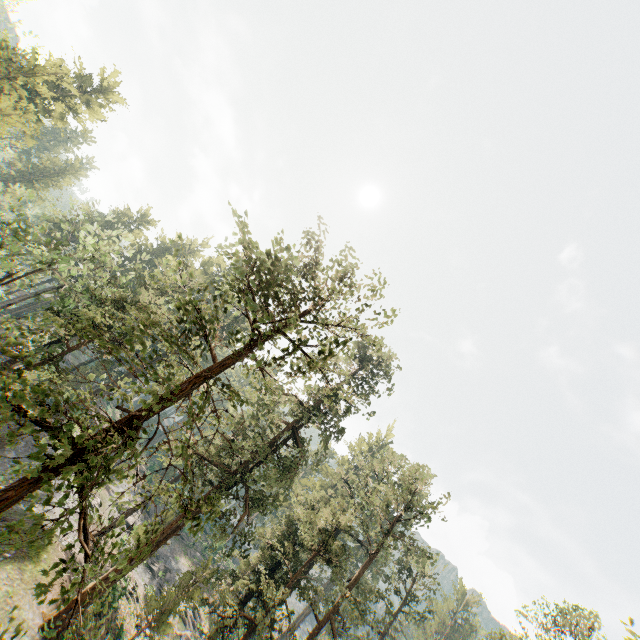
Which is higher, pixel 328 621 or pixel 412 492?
pixel 412 492

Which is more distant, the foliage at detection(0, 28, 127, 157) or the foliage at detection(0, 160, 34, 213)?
the foliage at detection(0, 28, 127, 157)

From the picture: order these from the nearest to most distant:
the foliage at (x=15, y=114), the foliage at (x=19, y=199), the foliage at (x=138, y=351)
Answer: the foliage at (x=138, y=351), the foliage at (x=19, y=199), the foliage at (x=15, y=114)

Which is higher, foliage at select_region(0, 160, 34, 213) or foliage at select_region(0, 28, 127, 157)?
foliage at select_region(0, 28, 127, 157)

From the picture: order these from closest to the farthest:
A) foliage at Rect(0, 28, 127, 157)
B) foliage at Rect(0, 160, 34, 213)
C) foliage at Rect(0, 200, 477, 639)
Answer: foliage at Rect(0, 200, 477, 639)
foliage at Rect(0, 160, 34, 213)
foliage at Rect(0, 28, 127, 157)

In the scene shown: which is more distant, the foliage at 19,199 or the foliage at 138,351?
the foliage at 19,199
